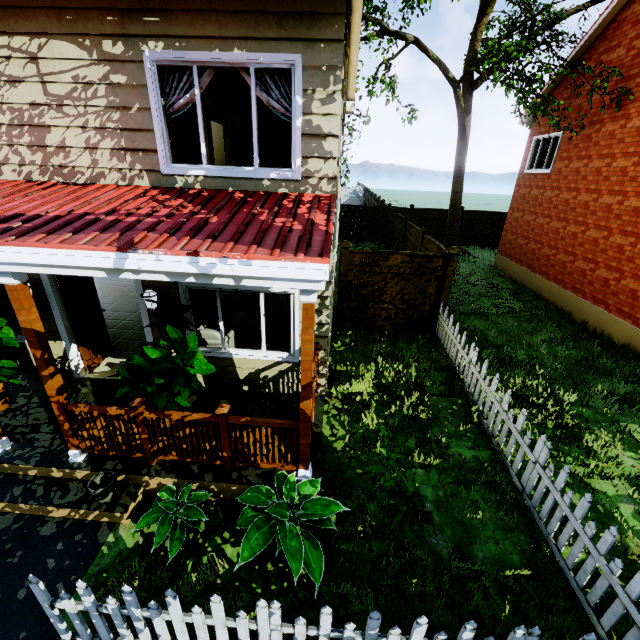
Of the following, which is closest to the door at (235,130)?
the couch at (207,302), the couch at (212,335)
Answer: the couch at (207,302)

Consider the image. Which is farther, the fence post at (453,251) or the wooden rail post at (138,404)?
the fence post at (453,251)

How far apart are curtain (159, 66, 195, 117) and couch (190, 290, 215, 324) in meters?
3.7

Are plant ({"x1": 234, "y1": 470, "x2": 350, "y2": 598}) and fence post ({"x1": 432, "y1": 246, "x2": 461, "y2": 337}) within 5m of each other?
no

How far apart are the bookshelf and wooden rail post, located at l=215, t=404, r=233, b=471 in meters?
6.8 m

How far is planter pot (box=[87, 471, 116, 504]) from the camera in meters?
4.0

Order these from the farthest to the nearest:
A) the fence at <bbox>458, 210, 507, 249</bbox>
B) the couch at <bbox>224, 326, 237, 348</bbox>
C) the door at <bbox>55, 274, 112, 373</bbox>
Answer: the fence at <bbox>458, 210, 507, 249</bbox>, the couch at <bbox>224, 326, 237, 348</bbox>, the door at <bbox>55, 274, 112, 373</bbox>

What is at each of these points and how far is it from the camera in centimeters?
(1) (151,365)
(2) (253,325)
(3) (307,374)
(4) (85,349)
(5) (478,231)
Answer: (1) plant, 394cm
(2) table, 791cm
(3) wooden, 365cm
(4) door, 621cm
(5) fence, 2031cm
